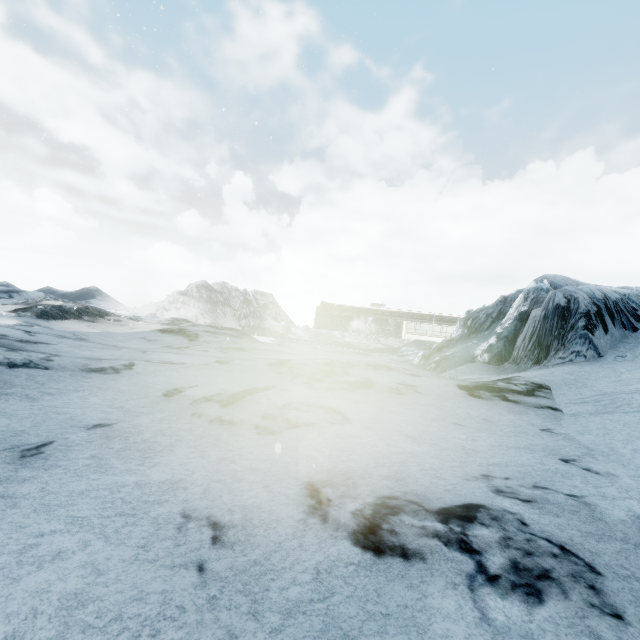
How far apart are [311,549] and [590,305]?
10.44m
